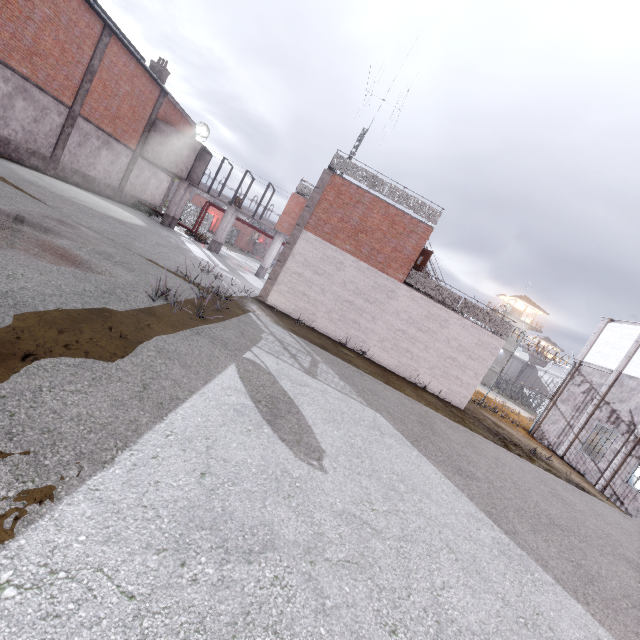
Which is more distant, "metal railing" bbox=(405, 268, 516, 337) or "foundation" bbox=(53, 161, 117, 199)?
"foundation" bbox=(53, 161, 117, 199)

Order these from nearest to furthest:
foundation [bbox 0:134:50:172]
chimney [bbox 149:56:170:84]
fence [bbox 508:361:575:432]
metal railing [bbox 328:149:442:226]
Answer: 1. metal railing [bbox 328:149:442:226]
2. foundation [bbox 0:134:50:172]
3. fence [bbox 508:361:575:432]
4. chimney [bbox 149:56:170:84]

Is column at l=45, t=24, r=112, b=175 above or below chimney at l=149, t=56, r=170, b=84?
below

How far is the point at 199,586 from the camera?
2.3 meters

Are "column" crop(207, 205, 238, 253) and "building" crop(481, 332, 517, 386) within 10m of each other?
no

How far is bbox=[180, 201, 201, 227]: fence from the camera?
34.8m

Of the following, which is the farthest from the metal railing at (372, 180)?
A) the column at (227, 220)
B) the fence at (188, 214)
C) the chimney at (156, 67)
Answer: the chimney at (156, 67)

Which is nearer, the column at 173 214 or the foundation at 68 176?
the foundation at 68 176
